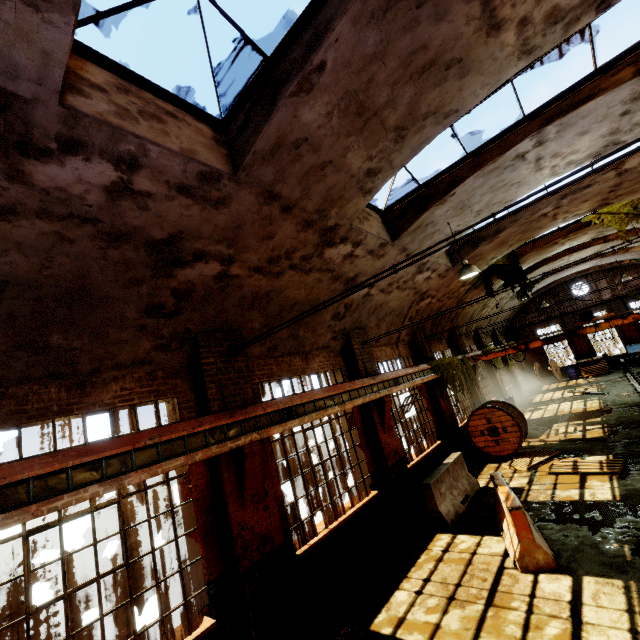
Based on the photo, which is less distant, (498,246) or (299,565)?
(299,565)

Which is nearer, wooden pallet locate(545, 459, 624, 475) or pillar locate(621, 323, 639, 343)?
wooden pallet locate(545, 459, 624, 475)

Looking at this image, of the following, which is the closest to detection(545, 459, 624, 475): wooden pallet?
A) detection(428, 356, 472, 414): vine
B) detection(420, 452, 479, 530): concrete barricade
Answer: detection(420, 452, 479, 530): concrete barricade

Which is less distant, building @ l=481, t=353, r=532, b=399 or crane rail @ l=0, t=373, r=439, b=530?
crane rail @ l=0, t=373, r=439, b=530

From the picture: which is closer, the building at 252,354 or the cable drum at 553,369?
the building at 252,354

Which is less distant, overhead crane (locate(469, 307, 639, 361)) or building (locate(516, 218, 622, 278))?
overhead crane (locate(469, 307, 639, 361))

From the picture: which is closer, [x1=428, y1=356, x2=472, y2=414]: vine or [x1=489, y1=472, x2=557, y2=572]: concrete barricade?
[x1=489, y1=472, x2=557, y2=572]: concrete barricade

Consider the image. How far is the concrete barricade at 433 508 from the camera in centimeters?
791cm
